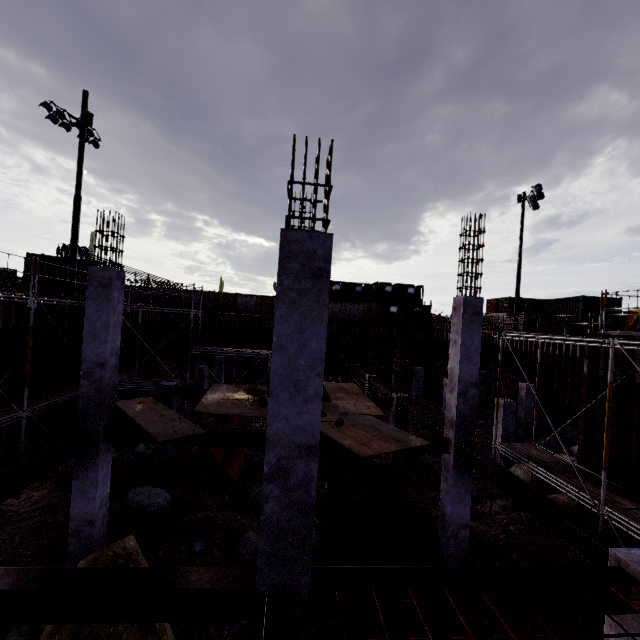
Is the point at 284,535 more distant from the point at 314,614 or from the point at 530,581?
the point at 530,581

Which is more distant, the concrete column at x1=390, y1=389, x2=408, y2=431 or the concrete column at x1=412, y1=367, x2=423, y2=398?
the concrete column at x1=412, y1=367, x2=423, y2=398

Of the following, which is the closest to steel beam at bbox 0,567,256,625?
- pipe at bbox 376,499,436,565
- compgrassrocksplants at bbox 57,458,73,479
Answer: pipe at bbox 376,499,436,565

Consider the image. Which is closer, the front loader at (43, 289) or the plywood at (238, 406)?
the plywood at (238, 406)

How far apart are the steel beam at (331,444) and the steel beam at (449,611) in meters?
4.6

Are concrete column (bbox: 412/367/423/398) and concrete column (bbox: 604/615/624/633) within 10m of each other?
no

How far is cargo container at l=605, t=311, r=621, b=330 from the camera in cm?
2012

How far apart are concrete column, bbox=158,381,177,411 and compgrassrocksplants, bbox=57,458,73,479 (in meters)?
1.34
